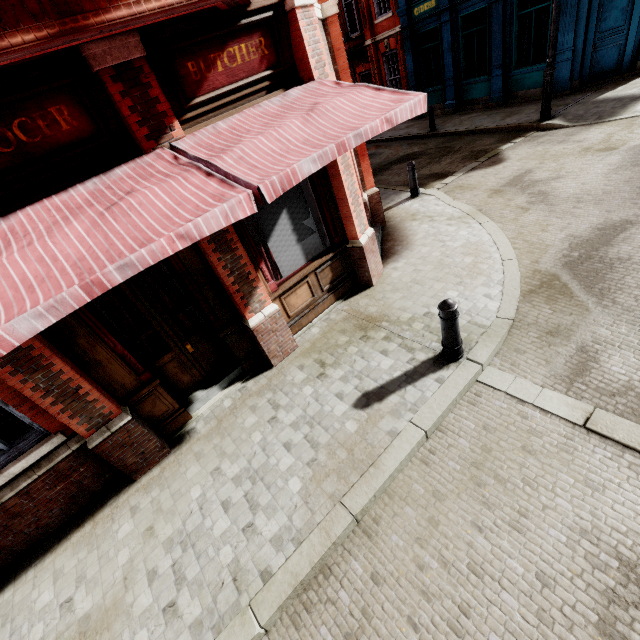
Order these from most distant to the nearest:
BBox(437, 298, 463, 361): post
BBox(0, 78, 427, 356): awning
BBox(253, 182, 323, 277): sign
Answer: BBox(253, 182, 323, 277): sign, BBox(437, 298, 463, 361): post, BBox(0, 78, 427, 356): awning

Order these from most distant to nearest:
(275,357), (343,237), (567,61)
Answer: (567,61) → (343,237) → (275,357)

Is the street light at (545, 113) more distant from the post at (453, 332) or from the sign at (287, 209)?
the post at (453, 332)

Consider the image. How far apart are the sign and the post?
2.6m

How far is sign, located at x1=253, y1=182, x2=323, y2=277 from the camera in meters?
5.1 m

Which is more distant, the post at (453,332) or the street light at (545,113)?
the street light at (545,113)

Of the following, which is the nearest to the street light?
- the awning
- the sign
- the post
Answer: the awning
